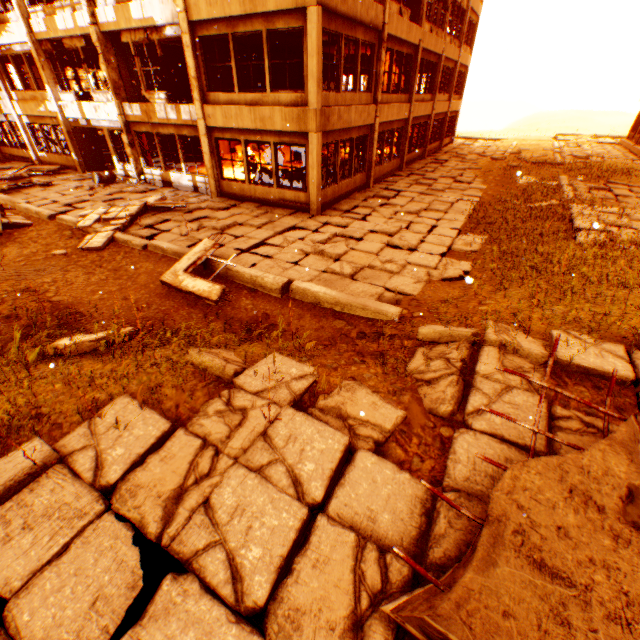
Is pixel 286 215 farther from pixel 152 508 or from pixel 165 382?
pixel 152 508

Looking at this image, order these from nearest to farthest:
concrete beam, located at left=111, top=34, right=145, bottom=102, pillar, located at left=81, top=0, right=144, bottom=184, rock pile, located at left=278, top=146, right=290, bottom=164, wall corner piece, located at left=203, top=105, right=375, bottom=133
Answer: wall corner piece, located at left=203, top=105, right=375, bottom=133, pillar, located at left=81, top=0, right=144, bottom=184, concrete beam, located at left=111, top=34, right=145, bottom=102, rock pile, located at left=278, top=146, right=290, bottom=164

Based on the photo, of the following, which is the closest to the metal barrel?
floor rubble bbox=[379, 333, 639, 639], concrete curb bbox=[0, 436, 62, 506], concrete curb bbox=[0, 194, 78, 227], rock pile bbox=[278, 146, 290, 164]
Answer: concrete curb bbox=[0, 194, 78, 227]

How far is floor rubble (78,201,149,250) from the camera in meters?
9.4

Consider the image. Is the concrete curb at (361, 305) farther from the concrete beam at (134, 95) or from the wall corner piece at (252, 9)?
the concrete beam at (134, 95)

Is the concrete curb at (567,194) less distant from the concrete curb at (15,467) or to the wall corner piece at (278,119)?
the wall corner piece at (278,119)

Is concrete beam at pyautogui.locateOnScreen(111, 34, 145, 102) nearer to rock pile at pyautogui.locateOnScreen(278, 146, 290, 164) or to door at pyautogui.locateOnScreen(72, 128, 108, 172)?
door at pyautogui.locateOnScreen(72, 128, 108, 172)

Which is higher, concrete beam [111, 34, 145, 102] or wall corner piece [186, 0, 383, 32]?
wall corner piece [186, 0, 383, 32]
